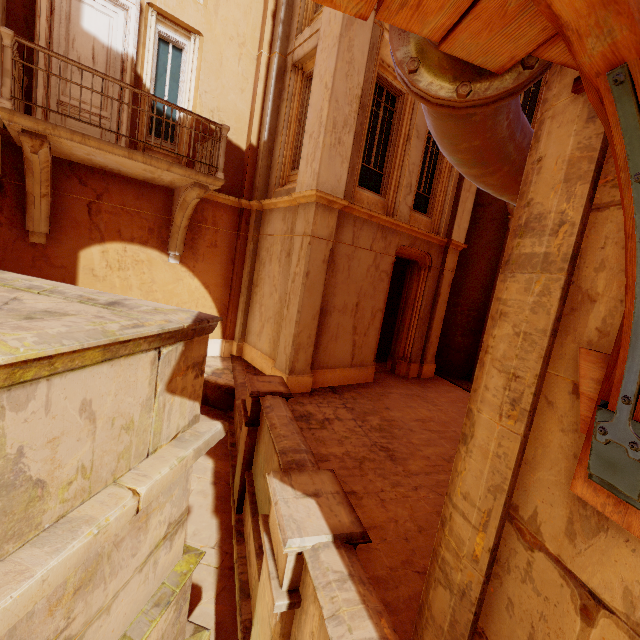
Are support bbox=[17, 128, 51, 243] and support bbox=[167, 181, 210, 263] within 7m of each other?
yes

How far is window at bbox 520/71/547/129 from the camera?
10.46m

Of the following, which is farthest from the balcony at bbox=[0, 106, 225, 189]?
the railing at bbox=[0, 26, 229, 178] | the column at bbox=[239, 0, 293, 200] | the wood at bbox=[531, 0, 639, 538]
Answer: the wood at bbox=[531, 0, 639, 538]

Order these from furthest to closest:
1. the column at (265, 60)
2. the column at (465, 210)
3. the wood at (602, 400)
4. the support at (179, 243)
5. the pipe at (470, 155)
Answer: the column at (465, 210), the column at (265, 60), the support at (179, 243), the pipe at (470, 155), the wood at (602, 400)

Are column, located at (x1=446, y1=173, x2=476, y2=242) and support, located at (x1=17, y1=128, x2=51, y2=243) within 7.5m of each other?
no

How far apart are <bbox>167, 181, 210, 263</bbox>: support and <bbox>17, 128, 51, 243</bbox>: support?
2.32m

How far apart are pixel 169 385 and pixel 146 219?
7.37m

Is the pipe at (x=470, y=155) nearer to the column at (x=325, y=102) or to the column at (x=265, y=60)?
the column at (x=325, y=102)
